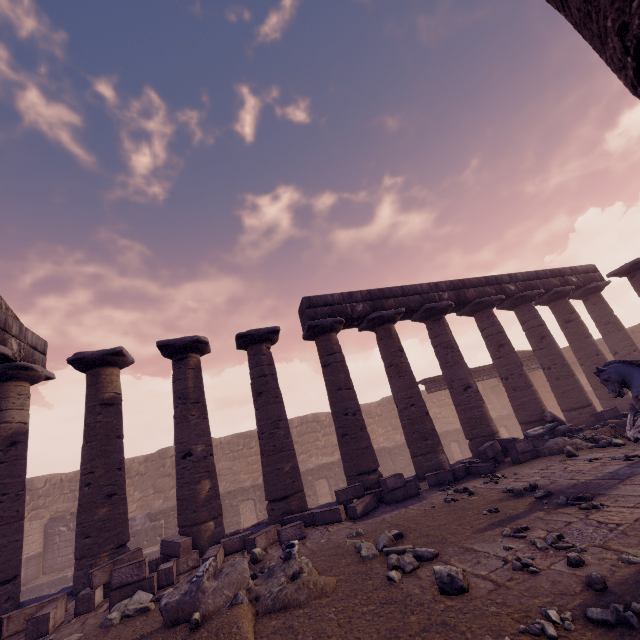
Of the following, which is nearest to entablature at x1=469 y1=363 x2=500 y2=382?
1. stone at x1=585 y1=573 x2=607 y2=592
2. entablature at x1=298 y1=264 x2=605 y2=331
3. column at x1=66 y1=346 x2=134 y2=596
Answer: entablature at x1=298 y1=264 x2=605 y2=331

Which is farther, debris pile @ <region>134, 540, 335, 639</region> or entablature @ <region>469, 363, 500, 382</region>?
entablature @ <region>469, 363, 500, 382</region>

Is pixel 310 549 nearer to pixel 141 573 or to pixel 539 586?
pixel 141 573

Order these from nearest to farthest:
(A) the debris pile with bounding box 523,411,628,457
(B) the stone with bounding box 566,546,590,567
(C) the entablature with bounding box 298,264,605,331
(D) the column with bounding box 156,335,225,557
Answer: (B) the stone with bounding box 566,546,590,567 < (D) the column with bounding box 156,335,225,557 < (A) the debris pile with bounding box 523,411,628,457 < (C) the entablature with bounding box 298,264,605,331

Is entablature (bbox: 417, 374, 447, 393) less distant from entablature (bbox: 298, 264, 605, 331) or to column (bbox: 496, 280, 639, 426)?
column (bbox: 496, 280, 639, 426)

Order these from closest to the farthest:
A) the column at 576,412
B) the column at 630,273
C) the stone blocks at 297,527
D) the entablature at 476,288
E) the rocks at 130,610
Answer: the rocks at 130,610 → the stone blocks at 297,527 → the entablature at 476,288 → the column at 576,412 → the column at 630,273

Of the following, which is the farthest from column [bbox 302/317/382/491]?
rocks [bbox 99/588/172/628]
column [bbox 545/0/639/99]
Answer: column [bbox 545/0/639/99]

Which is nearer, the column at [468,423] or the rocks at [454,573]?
the rocks at [454,573]
